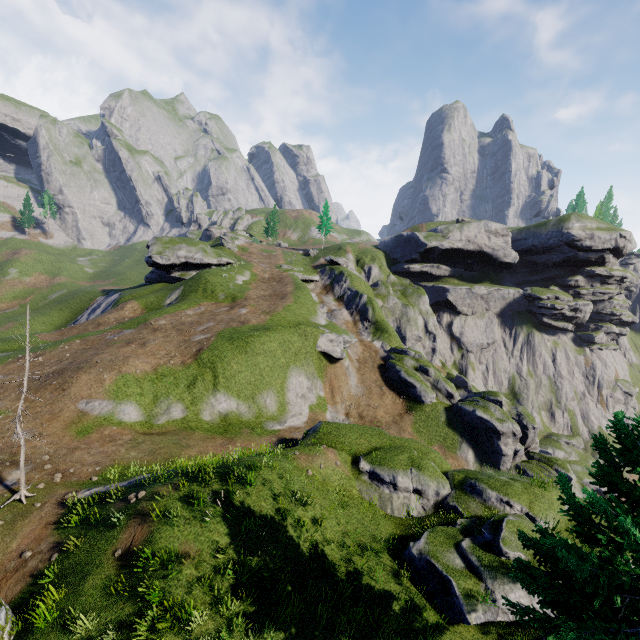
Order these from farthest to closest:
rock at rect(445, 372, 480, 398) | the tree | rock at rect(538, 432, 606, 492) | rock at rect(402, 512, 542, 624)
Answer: rock at rect(445, 372, 480, 398), rock at rect(538, 432, 606, 492), rock at rect(402, 512, 542, 624), the tree

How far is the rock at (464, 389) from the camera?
52.2m

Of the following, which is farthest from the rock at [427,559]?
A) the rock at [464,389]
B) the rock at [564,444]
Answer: the rock at [564,444]

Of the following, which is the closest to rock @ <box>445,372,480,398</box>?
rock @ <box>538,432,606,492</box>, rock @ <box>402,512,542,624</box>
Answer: rock @ <box>538,432,606,492</box>

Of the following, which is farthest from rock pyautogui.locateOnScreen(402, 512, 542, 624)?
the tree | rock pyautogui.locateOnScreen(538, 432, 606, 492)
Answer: rock pyautogui.locateOnScreen(538, 432, 606, 492)

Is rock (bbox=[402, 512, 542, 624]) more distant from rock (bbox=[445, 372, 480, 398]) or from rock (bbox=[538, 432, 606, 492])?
rock (bbox=[538, 432, 606, 492])

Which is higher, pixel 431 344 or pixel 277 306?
A: pixel 277 306

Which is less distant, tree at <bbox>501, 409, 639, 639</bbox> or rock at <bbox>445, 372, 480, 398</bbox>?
tree at <bbox>501, 409, 639, 639</bbox>
